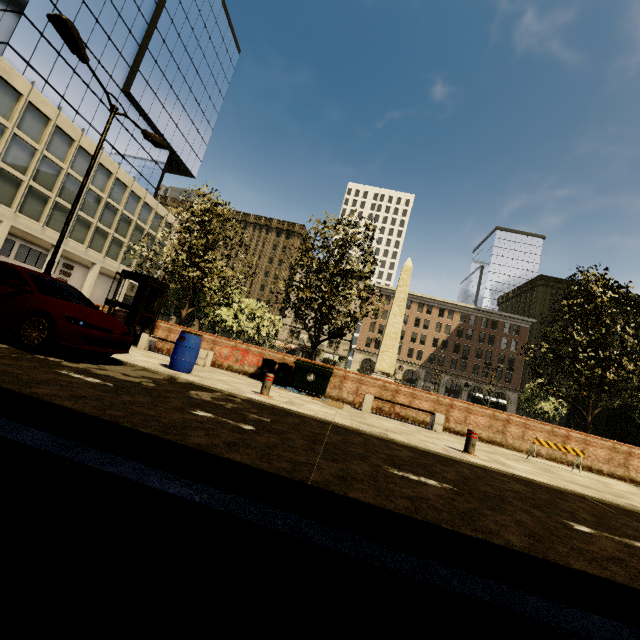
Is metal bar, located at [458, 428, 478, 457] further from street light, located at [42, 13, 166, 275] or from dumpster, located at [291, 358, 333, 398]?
street light, located at [42, 13, 166, 275]

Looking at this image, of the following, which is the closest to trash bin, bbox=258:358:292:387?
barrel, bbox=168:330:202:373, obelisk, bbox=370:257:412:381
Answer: barrel, bbox=168:330:202:373

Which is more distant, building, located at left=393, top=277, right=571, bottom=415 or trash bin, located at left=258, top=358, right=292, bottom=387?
building, located at left=393, top=277, right=571, bottom=415

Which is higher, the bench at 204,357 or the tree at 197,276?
the tree at 197,276

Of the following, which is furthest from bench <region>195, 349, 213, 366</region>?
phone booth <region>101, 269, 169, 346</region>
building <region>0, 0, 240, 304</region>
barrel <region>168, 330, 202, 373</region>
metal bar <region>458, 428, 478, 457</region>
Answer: building <region>0, 0, 240, 304</region>

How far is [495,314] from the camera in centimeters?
5978cm

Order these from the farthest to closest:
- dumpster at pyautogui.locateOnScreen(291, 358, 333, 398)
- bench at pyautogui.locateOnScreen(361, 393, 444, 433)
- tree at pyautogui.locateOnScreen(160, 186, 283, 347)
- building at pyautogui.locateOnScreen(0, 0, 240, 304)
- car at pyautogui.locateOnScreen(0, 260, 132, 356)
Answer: building at pyautogui.locateOnScreen(0, 0, 240, 304) < tree at pyautogui.locateOnScreen(160, 186, 283, 347) < dumpster at pyautogui.locateOnScreen(291, 358, 333, 398) < bench at pyautogui.locateOnScreen(361, 393, 444, 433) < car at pyautogui.locateOnScreen(0, 260, 132, 356)

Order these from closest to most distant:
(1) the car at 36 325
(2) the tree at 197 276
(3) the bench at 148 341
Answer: (1) the car at 36 325 < (3) the bench at 148 341 < (2) the tree at 197 276
